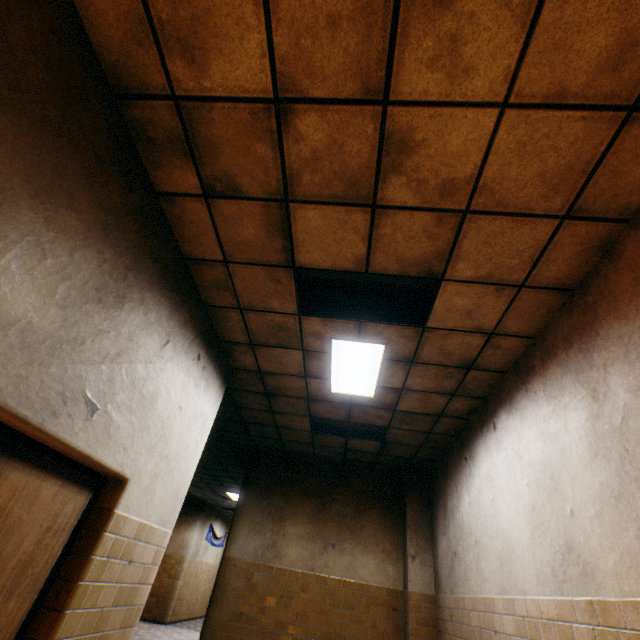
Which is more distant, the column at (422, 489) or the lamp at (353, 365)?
the column at (422, 489)

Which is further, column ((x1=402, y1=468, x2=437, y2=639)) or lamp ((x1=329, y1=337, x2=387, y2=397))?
column ((x1=402, y1=468, x2=437, y2=639))

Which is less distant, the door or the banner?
the door

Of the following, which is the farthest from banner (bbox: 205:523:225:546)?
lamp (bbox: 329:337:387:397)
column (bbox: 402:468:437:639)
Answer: lamp (bbox: 329:337:387:397)

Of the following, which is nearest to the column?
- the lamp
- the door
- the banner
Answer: the lamp

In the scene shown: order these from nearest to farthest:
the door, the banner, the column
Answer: the door, the column, the banner

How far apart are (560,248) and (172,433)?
3.8m

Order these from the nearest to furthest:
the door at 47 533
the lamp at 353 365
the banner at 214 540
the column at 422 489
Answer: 1. the door at 47 533
2. the lamp at 353 365
3. the column at 422 489
4. the banner at 214 540
